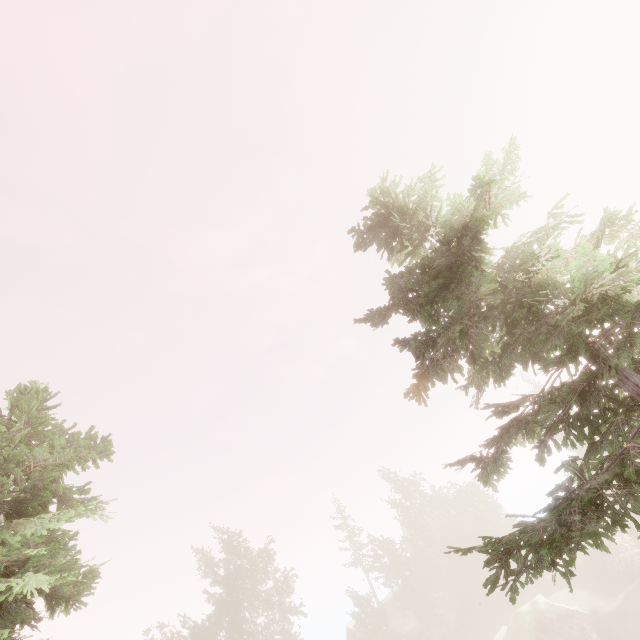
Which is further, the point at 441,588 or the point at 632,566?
the point at 441,588

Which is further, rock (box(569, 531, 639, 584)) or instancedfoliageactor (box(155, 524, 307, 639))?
rock (box(569, 531, 639, 584))

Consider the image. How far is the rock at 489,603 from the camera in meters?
43.4 m

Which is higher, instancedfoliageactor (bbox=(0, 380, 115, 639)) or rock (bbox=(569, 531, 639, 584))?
instancedfoliageactor (bbox=(0, 380, 115, 639))

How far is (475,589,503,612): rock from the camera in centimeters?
4338cm

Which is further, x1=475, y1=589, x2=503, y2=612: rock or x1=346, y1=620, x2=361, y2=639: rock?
x1=475, y1=589, x2=503, y2=612: rock

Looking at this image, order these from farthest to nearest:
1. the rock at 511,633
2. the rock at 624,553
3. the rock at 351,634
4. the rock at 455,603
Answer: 1. the rock at 351,634
2. the rock at 455,603
3. the rock at 624,553
4. the rock at 511,633
